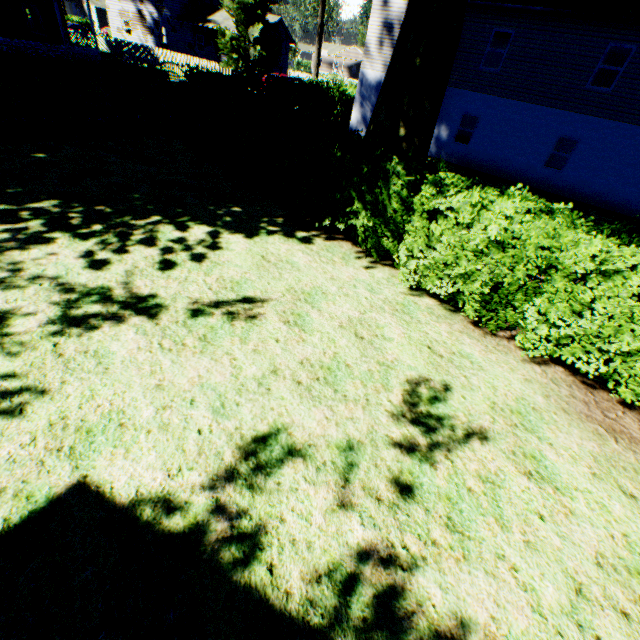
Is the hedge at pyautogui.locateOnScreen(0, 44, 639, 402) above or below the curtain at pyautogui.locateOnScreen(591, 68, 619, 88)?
below

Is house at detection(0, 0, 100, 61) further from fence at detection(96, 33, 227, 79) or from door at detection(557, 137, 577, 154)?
door at detection(557, 137, 577, 154)

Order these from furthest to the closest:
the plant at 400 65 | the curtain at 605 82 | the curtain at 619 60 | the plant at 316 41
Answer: the plant at 316 41, the curtain at 605 82, the curtain at 619 60, the plant at 400 65

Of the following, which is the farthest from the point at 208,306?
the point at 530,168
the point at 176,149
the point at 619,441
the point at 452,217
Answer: the point at 530,168

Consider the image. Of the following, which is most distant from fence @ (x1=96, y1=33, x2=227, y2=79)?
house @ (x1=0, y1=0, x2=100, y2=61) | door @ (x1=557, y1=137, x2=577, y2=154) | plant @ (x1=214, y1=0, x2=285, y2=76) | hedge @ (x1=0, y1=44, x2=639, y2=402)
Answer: door @ (x1=557, y1=137, x2=577, y2=154)

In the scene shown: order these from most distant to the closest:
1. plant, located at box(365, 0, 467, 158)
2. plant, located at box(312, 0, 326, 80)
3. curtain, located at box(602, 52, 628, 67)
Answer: plant, located at box(312, 0, 326, 80)
curtain, located at box(602, 52, 628, 67)
plant, located at box(365, 0, 467, 158)

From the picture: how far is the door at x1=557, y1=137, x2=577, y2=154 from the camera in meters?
23.2 m

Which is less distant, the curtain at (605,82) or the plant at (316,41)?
the curtain at (605,82)
